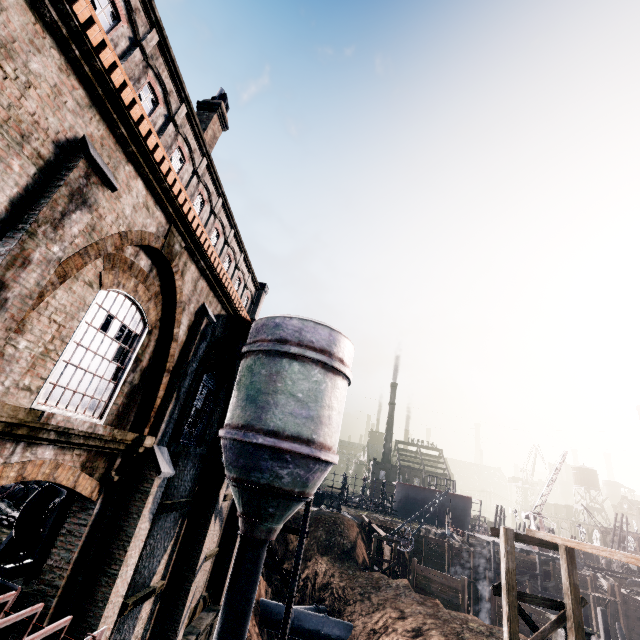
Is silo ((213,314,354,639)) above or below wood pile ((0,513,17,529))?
above

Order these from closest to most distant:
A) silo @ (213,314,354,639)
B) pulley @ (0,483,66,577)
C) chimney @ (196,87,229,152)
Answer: pulley @ (0,483,66,577) < silo @ (213,314,354,639) < chimney @ (196,87,229,152)

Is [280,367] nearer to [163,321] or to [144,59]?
[163,321]

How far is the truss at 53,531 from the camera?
7.9m

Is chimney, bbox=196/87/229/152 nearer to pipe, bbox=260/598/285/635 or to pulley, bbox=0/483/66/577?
pulley, bbox=0/483/66/577

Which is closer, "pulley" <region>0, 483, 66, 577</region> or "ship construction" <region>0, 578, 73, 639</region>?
"ship construction" <region>0, 578, 73, 639</region>

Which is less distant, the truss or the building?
the building

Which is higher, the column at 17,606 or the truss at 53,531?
the truss at 53,531
